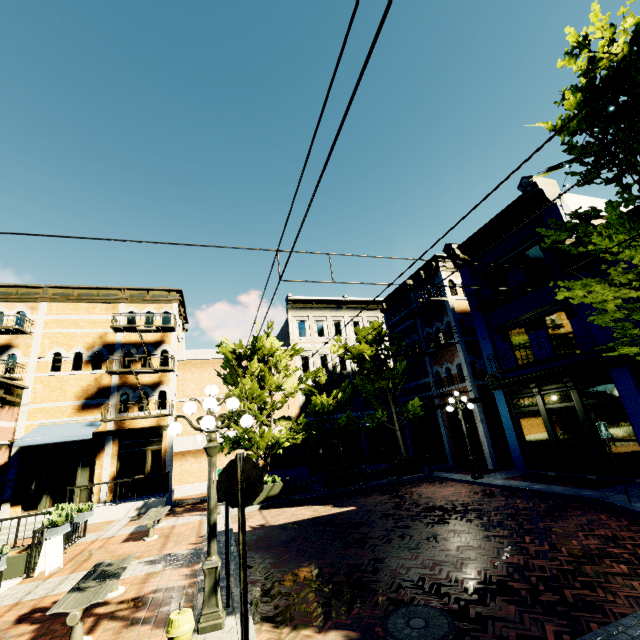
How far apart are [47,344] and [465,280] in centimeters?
2334cm

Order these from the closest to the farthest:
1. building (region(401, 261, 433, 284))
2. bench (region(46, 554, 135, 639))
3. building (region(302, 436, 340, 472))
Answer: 1. bench (region(46, 554, 135, 639))
2. building (region(401, 261, 433, 284))
3. building (region(302, 436, 340, 472))

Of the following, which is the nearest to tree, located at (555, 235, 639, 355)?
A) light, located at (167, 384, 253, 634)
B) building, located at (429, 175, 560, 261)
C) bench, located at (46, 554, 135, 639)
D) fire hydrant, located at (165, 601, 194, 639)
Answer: building, located at (429, 175, 560, 261)

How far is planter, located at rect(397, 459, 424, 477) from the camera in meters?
16.0

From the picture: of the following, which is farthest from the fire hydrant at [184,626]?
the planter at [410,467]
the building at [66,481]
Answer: the planter at [410,467]

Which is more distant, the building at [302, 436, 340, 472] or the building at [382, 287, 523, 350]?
the building at [302, 436, 340, 472]

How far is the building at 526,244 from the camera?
11.8 meters

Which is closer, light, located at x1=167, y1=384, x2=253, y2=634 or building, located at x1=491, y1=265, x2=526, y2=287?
light, located at x1=167, y1=384, x2=253, y2=634
